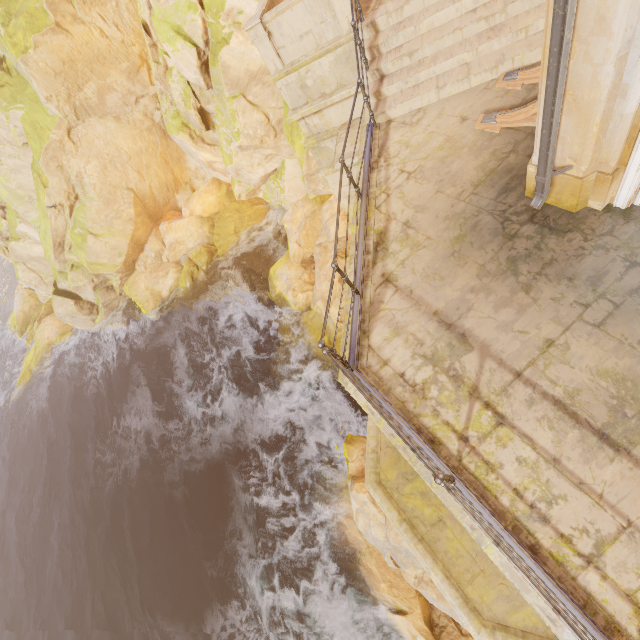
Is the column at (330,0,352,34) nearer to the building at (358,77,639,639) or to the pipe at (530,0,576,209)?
the building at (358,77,639,639)

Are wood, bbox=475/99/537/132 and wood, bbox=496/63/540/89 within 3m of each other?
yes

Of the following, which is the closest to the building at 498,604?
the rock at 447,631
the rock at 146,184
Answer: the rock at 447,631

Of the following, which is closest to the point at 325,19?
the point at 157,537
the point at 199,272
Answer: the point at 199,272

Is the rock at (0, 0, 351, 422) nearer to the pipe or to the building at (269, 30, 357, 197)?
the building at (269, 30, 357, 197)

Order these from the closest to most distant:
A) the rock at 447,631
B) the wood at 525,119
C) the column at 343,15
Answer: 1. the wood at 525,119
2. the column at 343,15
3. the rock at 447,631

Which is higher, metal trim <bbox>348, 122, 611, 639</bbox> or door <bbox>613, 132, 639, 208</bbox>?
door <bbox>613, 132, 639, 208</bbox>

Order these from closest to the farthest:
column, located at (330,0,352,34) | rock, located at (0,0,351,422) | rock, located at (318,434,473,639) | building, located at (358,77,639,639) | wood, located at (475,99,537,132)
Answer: building, located at (358,77,639,639), wood, located at (475,99,537,132), column, located at (330,0,352,34), rock, located at (318,434,473,639), rock, located at (0,0,351,422)
